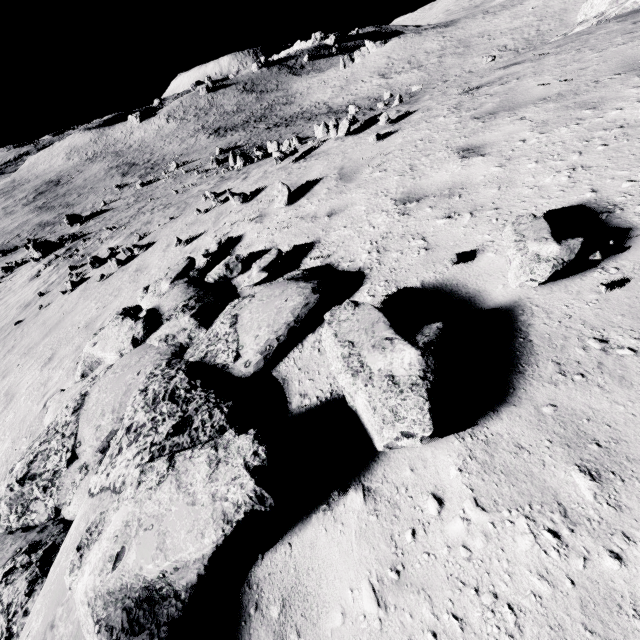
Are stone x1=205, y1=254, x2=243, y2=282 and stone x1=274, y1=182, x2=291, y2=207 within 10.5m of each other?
yes

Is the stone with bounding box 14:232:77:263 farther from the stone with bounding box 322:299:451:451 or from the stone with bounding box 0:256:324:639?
the stone with bounding box 322:299:451:451

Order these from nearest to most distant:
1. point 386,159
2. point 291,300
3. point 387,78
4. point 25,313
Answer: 1. point 291,300
2. point 386,159
3. point 25,313
4. point 387,78

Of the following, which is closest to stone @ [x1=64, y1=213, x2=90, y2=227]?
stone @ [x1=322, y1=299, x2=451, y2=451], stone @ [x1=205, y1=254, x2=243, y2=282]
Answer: stone @ [x1=205, y1=254, x2=243, y2=282]

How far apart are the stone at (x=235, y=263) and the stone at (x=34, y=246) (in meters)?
28.96

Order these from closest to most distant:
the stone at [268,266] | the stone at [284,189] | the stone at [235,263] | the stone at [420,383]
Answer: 1. the stone at [420,383]
2. the stone at [268,266]
3. the stone at [235,263]
4. the stone at [284,189]

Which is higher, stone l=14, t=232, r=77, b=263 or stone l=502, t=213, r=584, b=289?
→ stone l=502, t=213, r=584, b=289

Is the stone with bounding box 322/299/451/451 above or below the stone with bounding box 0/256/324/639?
above
